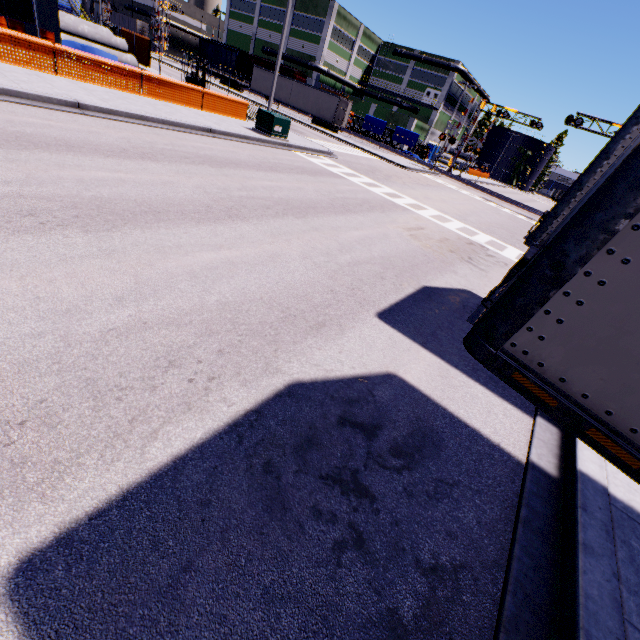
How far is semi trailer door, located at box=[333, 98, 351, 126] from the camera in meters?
36.5 m

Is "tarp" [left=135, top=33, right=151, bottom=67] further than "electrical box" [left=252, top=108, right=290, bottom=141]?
Yes

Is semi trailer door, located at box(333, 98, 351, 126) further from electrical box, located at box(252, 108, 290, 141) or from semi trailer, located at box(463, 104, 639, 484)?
electrical box, located at box(252, 108, 290, 141)

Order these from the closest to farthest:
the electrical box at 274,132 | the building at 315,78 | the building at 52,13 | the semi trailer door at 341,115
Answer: the building at 52,13
the electrical box at 274,132
the semi trailer door at 341,115
the building at 315,78

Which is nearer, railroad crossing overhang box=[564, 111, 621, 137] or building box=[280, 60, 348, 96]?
railroad crossing overhang box=[564, 111, 621, 137]

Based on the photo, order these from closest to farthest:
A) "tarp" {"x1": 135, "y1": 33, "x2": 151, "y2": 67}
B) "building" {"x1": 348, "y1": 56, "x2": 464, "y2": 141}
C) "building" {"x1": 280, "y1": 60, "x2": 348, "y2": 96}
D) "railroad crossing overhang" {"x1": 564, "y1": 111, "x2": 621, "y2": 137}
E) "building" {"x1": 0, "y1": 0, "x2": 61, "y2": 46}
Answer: "building" {"x1": 0, "y1": 0, "x2": 61, "y2": 46} → "tarp" {"x1": 135, "y1": 33, "x2": 151, "y2": 67} → "railroad crossing overhang" {"x1": 564, "y1": 111, "x2": 621, "y2": 137} → "building" {"x1": 280, "y1": 60, "x2": 348, "y2": 96} → "building" {"x1": 348, "y1": 56, "x2": 464, "y2": 141}

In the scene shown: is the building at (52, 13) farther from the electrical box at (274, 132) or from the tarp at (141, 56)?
the electrical box at (274, 132)

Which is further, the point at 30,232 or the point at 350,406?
the point at 30,232
